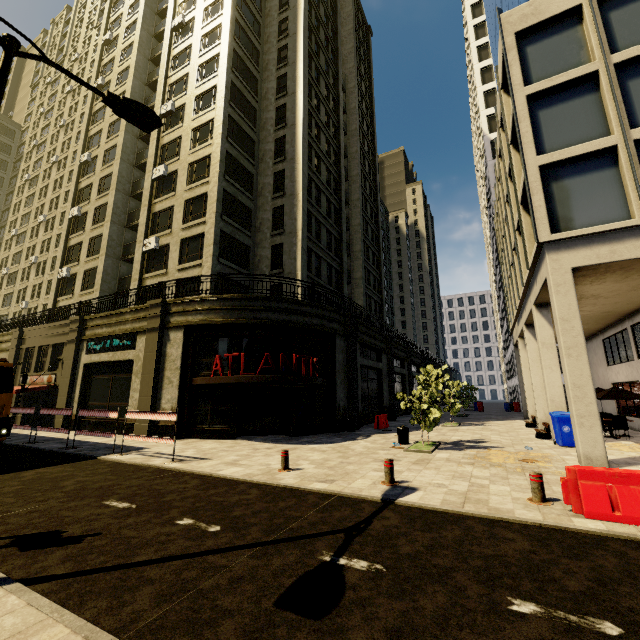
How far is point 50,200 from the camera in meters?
42.9

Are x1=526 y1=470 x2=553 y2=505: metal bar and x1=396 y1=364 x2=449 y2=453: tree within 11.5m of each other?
yes

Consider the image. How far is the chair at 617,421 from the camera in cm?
1433

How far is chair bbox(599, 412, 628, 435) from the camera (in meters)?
14.33

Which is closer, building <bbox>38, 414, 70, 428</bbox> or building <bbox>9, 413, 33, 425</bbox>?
building <bbox>38, 414, 70, 428</bbox>

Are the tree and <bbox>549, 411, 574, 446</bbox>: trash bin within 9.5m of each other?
yes

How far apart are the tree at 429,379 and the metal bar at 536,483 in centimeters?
611cm

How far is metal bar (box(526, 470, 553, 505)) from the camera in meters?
6.2
